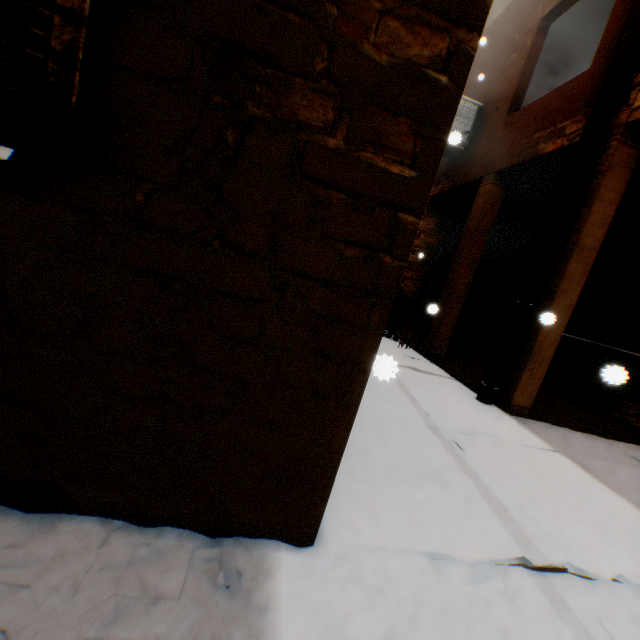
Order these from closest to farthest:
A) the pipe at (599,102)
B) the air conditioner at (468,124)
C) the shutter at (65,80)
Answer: the shutter at (65,80) < the pipe at (599,102) < the air conditioner at (468,124)

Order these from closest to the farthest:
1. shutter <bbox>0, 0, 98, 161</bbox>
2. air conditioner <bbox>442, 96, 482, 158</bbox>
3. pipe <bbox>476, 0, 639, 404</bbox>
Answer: shutter <bbox>0, 0, 98, 161</bbox> → pipe <bbox>476, 0, 639, 404</bbox> → air conditioner <bbox>442, 96, 482, 158</bbox>

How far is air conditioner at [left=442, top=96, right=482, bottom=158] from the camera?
4.6m

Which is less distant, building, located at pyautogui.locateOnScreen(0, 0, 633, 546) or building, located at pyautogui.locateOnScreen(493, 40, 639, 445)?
building, located at pyautogui.locateOnScreen(0, 0, 633, 546)

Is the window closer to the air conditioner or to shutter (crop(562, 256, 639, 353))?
shutter (crop(562, 256, 639, 353))

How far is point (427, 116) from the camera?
1.07m

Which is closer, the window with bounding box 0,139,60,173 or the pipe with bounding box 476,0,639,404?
the window with bounding box 0,139,60,173

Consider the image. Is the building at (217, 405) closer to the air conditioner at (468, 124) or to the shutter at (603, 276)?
the shutter at (603, 276)
